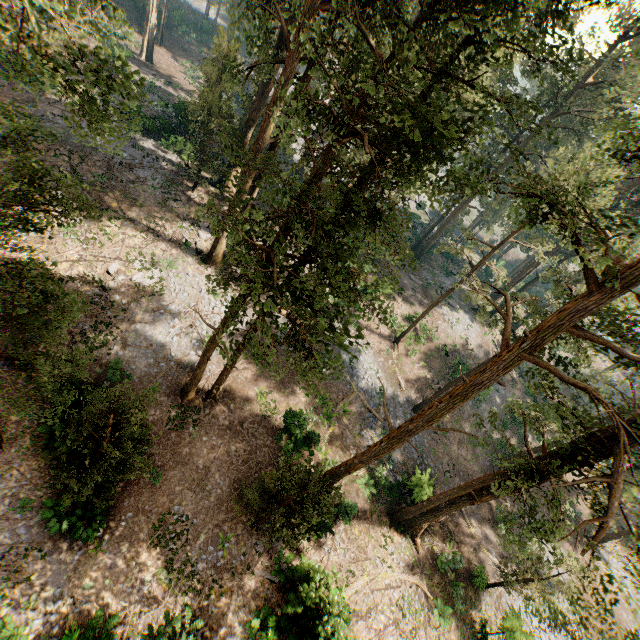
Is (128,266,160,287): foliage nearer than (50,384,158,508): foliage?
No

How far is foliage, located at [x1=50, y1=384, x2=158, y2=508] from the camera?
11.16m

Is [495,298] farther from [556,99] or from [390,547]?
[390,547]

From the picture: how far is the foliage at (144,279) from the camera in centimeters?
2036cm

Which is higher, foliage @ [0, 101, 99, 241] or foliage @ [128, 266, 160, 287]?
foliage @ [0, 101, 99, 241]

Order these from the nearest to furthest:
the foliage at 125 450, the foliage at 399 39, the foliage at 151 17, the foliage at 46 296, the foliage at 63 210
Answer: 1. the foliage at 63 210
2. the foliage at 46 296
3. the foliage at 399 39
4. the foliage at 125 450
5. the foliage at 151 17
